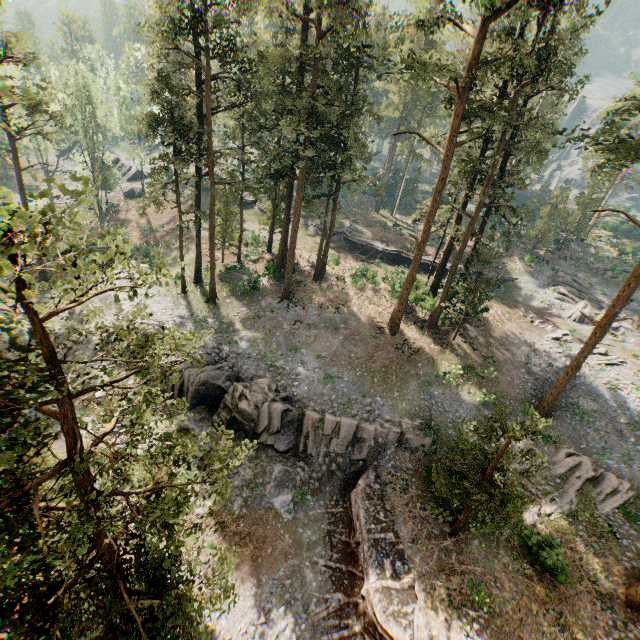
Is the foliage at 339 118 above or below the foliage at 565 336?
above

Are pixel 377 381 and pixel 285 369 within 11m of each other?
yes

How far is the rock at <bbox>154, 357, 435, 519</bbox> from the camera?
20.2m

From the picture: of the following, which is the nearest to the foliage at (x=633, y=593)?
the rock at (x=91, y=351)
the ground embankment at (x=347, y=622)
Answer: the ground embankment at (x=347, y=622)

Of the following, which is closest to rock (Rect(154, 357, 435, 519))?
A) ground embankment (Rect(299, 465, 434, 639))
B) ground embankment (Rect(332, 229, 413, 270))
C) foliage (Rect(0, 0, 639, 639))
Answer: ground embankment (Rect(299, 465, 434, 639))

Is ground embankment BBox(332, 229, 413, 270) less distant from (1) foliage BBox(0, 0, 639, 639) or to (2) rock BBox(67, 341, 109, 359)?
(1) foliage BBox(0, 0, 639, 639)
